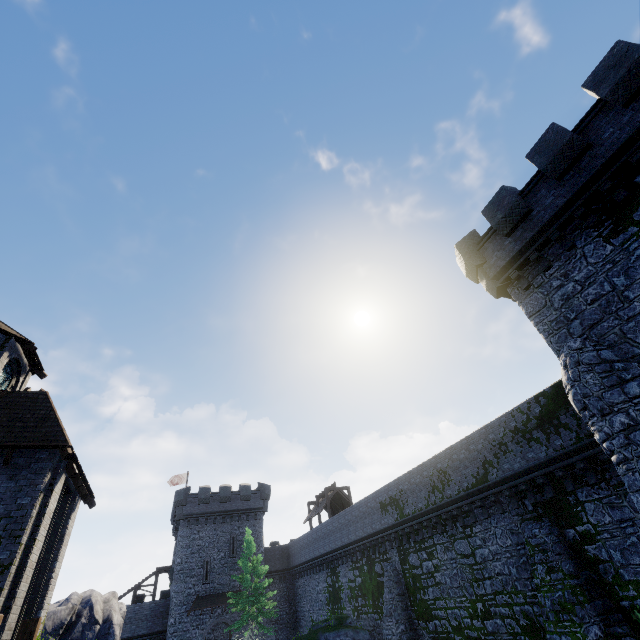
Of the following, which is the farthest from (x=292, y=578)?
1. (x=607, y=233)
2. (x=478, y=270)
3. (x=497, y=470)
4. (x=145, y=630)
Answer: (x=607, y=233)

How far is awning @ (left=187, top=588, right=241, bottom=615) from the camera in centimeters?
3328cm

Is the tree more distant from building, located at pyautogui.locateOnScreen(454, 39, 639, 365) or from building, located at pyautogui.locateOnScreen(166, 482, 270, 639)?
building, located at pyautogui.locateOnScreen(454, 39, 639, 365)

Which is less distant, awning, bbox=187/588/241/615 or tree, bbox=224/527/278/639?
tree, bbox=224/527/278/639

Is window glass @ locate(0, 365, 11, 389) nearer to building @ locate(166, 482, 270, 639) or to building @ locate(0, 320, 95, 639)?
building @ locate(0, 320, 95, 639)

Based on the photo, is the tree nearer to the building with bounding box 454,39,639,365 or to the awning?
the awning

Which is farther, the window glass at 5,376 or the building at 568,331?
the window glass at 5,376

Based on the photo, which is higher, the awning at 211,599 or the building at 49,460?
the building at 49,460
